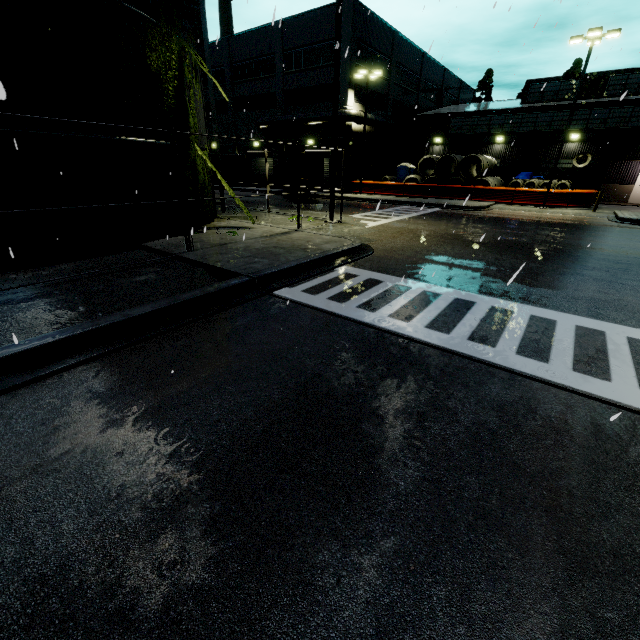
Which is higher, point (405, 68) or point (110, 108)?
point (405, 68)

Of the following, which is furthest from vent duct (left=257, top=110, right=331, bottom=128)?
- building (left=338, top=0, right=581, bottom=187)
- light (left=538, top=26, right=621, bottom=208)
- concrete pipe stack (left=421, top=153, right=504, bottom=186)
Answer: light (left=538, top=26, right=621, bottom=208)

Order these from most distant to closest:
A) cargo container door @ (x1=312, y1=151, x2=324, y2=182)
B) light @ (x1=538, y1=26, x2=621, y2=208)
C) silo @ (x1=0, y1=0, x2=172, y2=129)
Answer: cargo container door @ (x1=312, y1=151, x2=324, y2=182) < light @ (x1=538, y1=26, x2=621, y2=208) < silo @ (x1=0, y1=0, x2=172, y2=129)

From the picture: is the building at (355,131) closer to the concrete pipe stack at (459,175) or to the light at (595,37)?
the concrete pipe stack at (459,175)

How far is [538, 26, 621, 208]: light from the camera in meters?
18.7 m

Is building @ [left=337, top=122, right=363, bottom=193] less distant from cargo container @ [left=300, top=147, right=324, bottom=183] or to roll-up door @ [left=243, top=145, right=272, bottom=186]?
roll-up door @ [left=243, top=145, right=272, bottom=186]

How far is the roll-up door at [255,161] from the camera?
37.9 meters

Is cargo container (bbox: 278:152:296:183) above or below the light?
below
